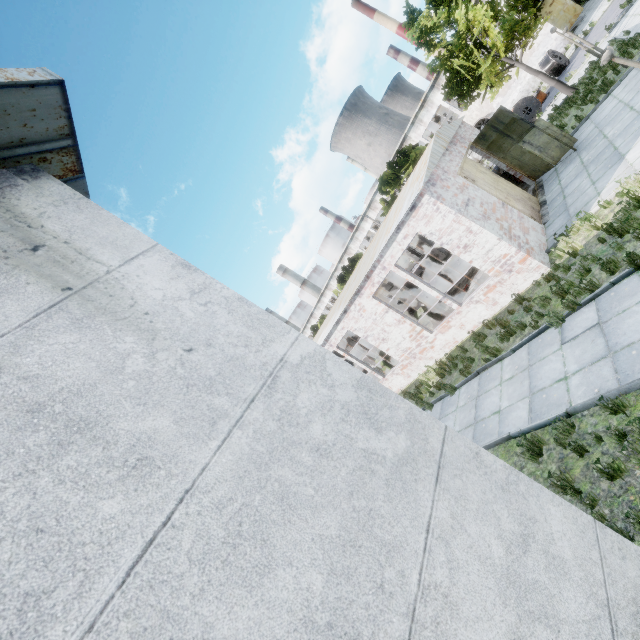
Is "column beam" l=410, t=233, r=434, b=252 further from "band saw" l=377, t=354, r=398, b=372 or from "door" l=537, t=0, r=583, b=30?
"door" l=537, t=0, r=583, b=30

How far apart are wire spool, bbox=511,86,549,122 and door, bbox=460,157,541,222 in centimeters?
1533cm

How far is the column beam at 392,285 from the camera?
17.1 meters

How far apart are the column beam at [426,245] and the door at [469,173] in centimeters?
592cm

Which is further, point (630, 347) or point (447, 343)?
point (447, 343)

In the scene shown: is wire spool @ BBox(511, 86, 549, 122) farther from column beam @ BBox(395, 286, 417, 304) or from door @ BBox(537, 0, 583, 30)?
door @ BBox(537, 0, 583, 30)

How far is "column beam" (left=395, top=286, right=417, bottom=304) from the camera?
17.2 meters

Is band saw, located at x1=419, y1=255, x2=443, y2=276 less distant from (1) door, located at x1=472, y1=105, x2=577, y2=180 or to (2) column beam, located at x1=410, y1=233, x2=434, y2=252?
(2) column beam, located at x1=410, y1=233, x2=434, y2=252
